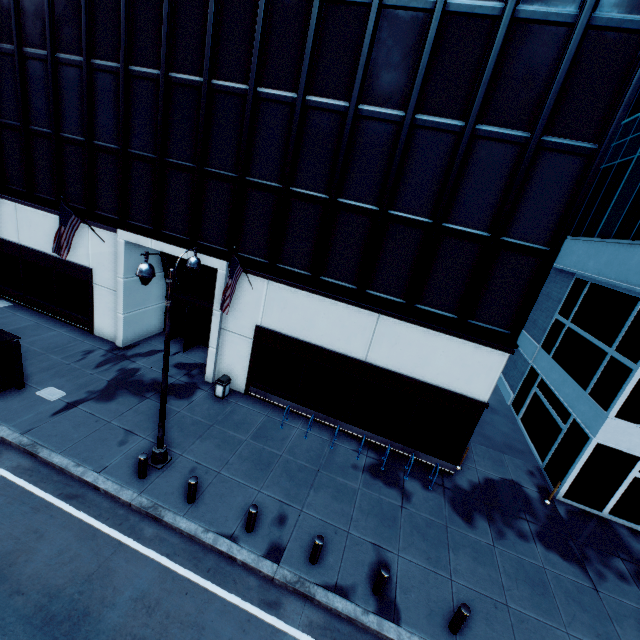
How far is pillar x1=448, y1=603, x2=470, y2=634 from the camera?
8.13m

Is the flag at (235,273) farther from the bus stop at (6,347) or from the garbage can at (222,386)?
the bus stop at (6,347)

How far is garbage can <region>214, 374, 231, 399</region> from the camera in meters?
14.9 m

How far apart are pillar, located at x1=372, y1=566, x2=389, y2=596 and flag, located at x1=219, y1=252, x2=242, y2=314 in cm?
959

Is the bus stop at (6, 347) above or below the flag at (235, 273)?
below

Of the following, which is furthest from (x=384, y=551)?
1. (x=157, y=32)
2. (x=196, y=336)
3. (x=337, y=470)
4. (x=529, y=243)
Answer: (x=157, y=32)

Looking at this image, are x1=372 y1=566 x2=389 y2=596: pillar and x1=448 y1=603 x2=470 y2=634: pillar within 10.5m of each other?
yes

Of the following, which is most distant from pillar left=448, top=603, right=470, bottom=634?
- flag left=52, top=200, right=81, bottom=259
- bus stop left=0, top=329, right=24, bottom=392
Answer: flag left=52, top=200, right=81, bottom=259
